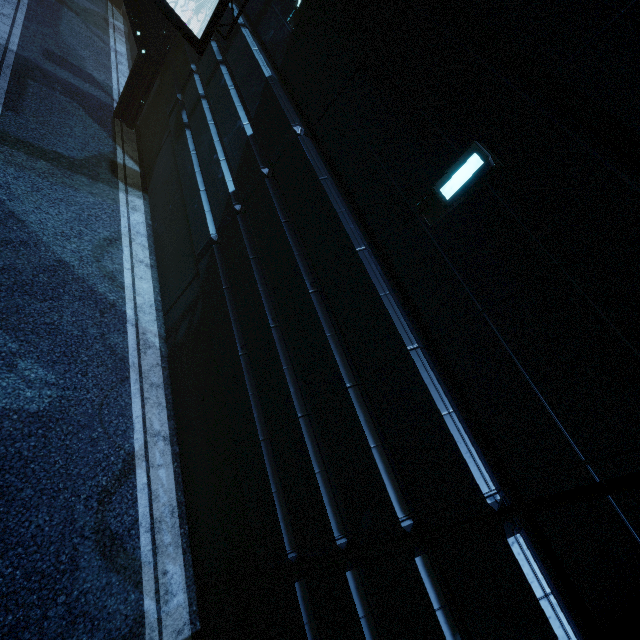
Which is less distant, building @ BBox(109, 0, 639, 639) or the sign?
building @ BBox(109, 0, 639, 639)

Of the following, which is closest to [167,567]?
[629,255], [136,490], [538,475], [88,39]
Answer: [136,490]

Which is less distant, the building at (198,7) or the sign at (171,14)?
the sign at (171,14)

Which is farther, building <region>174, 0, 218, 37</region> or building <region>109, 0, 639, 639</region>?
building <region>174, 0, 218, 37</region>

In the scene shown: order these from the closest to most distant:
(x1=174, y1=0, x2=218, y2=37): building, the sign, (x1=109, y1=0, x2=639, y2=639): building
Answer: (x1=109, y1=0, x2=639, y2=639): building
the sign
(x1=174, y1=0, x2=218, y2=37): building

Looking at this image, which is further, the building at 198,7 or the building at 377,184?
the building at 198,7
